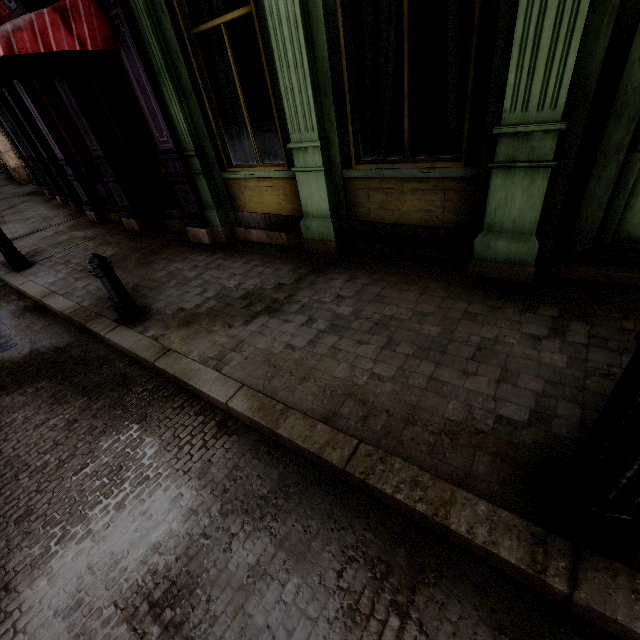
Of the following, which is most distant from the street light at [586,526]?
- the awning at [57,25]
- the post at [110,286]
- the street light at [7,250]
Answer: the street light at [7,250]

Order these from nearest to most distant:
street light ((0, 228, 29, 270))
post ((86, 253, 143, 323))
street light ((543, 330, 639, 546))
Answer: street light ((543, 330, 639, 546))
post ((86, 253, 143, 323))
street light ((0, 228, 29, 270))

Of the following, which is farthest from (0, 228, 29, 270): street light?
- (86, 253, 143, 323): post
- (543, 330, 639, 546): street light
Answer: (543, 330, 639, 546): street light

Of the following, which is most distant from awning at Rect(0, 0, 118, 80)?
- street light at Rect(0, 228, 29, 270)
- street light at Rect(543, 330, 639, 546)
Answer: street light at Rect(543, 330, 639, 546)

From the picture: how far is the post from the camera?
3.9 meters

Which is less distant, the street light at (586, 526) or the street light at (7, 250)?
the street light at (586, 526)

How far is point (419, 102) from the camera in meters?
7.6

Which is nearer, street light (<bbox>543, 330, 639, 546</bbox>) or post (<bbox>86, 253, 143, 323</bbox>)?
street light (<bbox>543, 330, 639, 546</bbox>)
